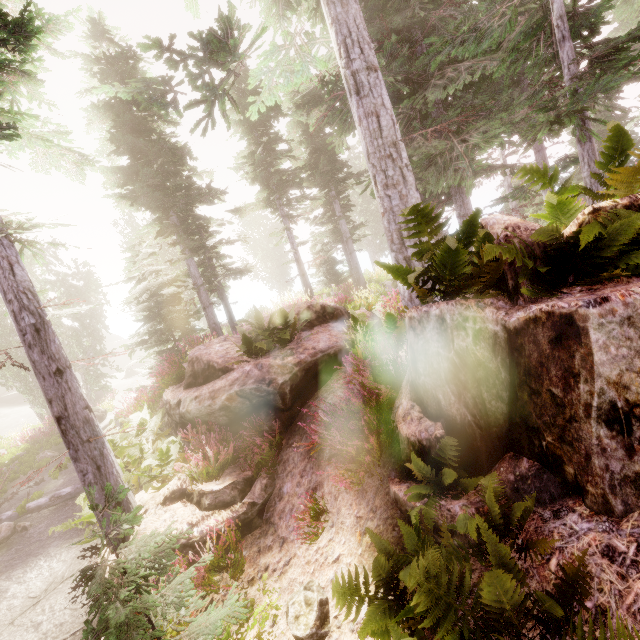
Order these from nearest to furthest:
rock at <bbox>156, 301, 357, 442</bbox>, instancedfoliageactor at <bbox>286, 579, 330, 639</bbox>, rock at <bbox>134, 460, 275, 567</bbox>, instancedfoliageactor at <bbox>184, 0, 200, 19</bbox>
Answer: instancedfoliageactor at <bbox>286, 579, 330, 639</bbox> < rock at <bbox>134, 460, 275, 567</bbox> < rock at <bbox>156, 301, 357, 442</bbox> < instancedfoliageactor at <bbox>184, 0, 200, 19</bbox>

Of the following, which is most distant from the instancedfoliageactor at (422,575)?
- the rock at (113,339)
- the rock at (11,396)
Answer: the rock at (113,339)

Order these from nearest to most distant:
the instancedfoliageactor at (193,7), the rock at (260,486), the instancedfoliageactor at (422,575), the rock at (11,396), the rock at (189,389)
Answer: the instancedfoliageactor at (422,575)
the rock at (260,486)
the rock at (189,389)
the instancedfoliageactor at (193,7)
the rock at (11,396)

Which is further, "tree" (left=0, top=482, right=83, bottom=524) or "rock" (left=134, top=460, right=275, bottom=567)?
"tree" (left=0, top=482, right=83, bottom=524)

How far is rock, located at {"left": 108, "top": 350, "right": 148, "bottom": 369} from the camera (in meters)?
42.44

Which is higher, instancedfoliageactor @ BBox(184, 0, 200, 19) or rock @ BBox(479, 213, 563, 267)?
instancedfoliageactor @ BBox(184, 0, 200, 19)

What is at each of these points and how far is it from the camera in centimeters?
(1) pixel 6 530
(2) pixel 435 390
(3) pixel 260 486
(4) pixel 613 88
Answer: (1) instancedfoliageactor, 941cm
(2) rock, 397cm
(3) rock, 623cm
(4) instancedfoliageactor, 445cm

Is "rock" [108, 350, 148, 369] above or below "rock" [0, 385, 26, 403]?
below
